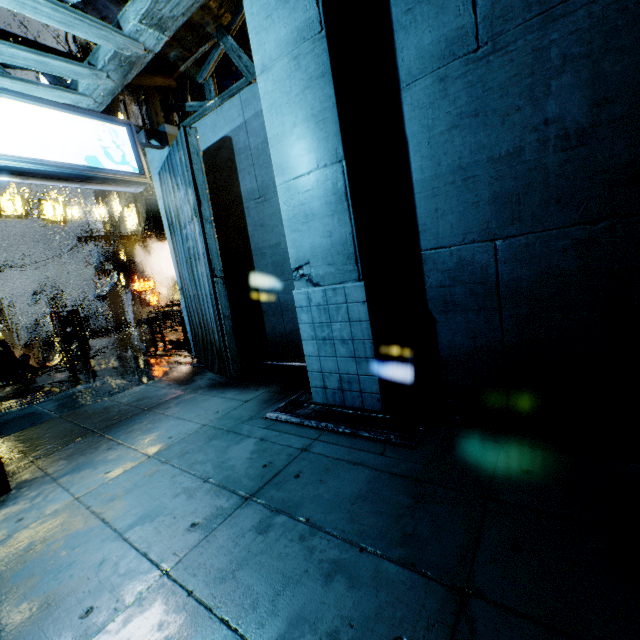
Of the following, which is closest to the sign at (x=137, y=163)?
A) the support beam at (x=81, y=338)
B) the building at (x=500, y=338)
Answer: the building at (x=500, y=338)

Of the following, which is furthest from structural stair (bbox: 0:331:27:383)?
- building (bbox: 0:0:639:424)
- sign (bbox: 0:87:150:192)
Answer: sign (bbox: 0:87:150:192)

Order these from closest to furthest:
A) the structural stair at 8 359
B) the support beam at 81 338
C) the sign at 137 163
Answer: the sign at 137 163 → the structural stair at 8 359 → the support beam at 81 338

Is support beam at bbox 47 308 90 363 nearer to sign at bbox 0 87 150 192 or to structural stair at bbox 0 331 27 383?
structural stair at bbox 0 331 27 383

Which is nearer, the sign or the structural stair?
the sign

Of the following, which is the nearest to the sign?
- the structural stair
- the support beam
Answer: the structural stair

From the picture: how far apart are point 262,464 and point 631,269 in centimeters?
424cm

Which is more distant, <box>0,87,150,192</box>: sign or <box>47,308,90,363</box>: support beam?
<box>47,308,90,363</box>: support beam
